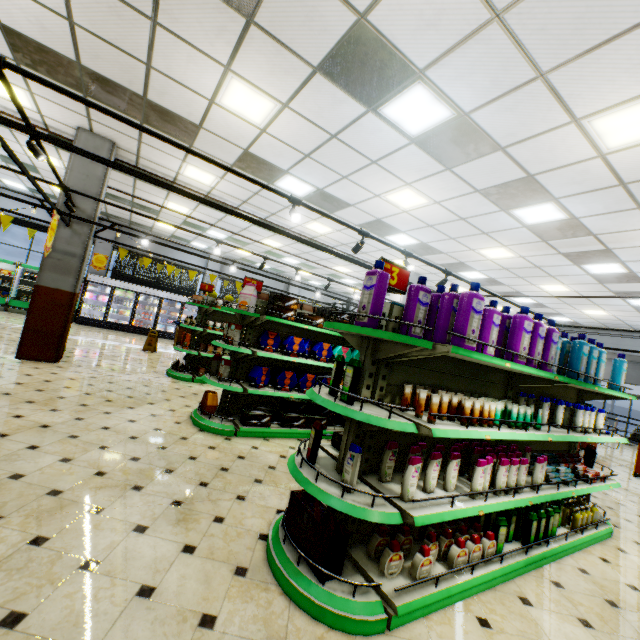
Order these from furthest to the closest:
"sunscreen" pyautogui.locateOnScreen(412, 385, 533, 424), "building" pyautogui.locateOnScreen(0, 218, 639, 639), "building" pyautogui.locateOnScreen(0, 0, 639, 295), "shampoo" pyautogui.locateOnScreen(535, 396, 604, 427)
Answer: "shampoo" pyautogui.locateOnScreen(535, 396, 604, 427) → "building" pyautogui.locateOnScreen(0, 0, 639, 295) → "sunscreen" pyautogui.locateOnScreen(412, 385, 533, 424) → "building" pyautogui.locateOnScreen(0, 218, 639, 639)

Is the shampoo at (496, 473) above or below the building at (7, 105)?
below

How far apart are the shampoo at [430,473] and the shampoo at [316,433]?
0.89m

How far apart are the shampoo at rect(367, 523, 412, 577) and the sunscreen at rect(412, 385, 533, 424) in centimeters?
105cm

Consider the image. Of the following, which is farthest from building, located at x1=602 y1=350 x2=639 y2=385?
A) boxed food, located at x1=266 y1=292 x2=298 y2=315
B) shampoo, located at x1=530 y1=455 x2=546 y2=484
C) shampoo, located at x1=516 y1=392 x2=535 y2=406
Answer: boxed food, located at x1=266 y1=292 x2=298 y2=315

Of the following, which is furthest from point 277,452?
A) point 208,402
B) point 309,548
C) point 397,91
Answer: point 397,91

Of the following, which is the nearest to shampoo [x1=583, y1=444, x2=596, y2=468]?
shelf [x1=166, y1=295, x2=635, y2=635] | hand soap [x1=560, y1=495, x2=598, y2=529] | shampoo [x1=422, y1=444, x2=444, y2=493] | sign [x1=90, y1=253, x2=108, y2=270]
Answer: shelf [x1=166, y1=295, x2=635, y2=635]

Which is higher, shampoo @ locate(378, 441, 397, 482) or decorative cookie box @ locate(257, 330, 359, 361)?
decorative cookie box @ locate(257, 330, 359, 361)
